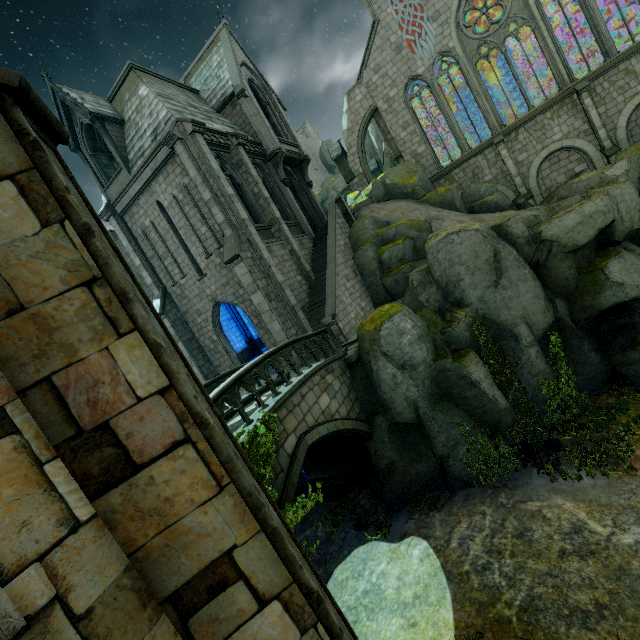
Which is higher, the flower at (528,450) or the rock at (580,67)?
the rock at (580,67)

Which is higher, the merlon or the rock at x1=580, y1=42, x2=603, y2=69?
the merlon

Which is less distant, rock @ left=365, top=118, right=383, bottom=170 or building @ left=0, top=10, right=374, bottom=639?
building @ left=0, top=10, right=374, bottom=639

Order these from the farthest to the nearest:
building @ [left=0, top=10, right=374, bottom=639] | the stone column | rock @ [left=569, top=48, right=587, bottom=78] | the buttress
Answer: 1. the buttress
2. rock @ [left=569, top=48, right=587, bottom=78]
3. the stone column
4. building @ [left=0, top=10, right=374, bottom=639]

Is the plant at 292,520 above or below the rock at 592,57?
below

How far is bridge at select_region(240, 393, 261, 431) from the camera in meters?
7.9

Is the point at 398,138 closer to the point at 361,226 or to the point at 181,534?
the point at 361,226

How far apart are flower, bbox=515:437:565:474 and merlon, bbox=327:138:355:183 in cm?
2317
